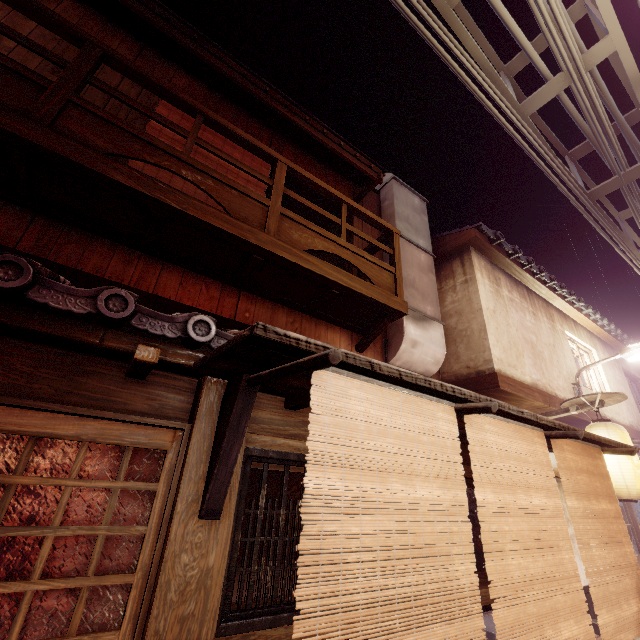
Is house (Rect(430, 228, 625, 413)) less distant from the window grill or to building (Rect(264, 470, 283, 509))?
the window grill

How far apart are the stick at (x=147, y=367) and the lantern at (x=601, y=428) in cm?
1195

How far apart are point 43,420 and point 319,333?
6.2m

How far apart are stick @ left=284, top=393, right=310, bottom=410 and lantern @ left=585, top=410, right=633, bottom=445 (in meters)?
9.46

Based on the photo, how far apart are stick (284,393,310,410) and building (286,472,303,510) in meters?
9.4 m

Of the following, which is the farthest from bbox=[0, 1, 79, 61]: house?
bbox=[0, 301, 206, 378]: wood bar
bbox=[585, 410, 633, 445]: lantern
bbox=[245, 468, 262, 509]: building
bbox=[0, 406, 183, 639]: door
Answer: bbox=[245, 468, 262, 509]: building

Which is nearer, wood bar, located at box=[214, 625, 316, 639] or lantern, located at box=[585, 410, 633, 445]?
wood bar, located at box=[214, 625, 316, 639]

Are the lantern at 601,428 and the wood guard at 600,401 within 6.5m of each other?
yes
